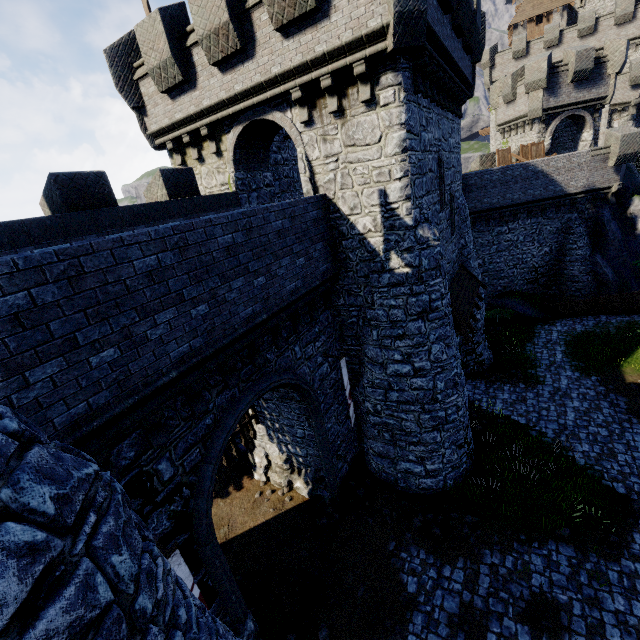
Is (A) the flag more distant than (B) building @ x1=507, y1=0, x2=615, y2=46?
No

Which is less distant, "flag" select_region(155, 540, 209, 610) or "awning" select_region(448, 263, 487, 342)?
"flag" select_region(155, 540, 209, 610)

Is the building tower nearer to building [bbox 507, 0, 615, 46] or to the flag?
building [bbox 507, 0, 615, 46]

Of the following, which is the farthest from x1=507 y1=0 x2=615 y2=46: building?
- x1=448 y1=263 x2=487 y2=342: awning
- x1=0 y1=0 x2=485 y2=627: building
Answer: x1=448 y1=263 x2=487 y2=342: awning

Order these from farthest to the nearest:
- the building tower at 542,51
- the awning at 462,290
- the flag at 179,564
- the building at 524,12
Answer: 1. the building at 524,12
2. the building tower at 542,51
3. the awning at 462,290
4. the flag at 179,564

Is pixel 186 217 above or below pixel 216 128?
below

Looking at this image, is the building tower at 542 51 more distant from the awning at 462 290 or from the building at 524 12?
the building at 524 12

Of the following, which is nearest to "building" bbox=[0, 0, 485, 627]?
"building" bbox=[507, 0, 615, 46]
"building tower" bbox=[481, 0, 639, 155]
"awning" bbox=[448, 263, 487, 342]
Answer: "awning" bbox=[448, 263, 487, 342]
